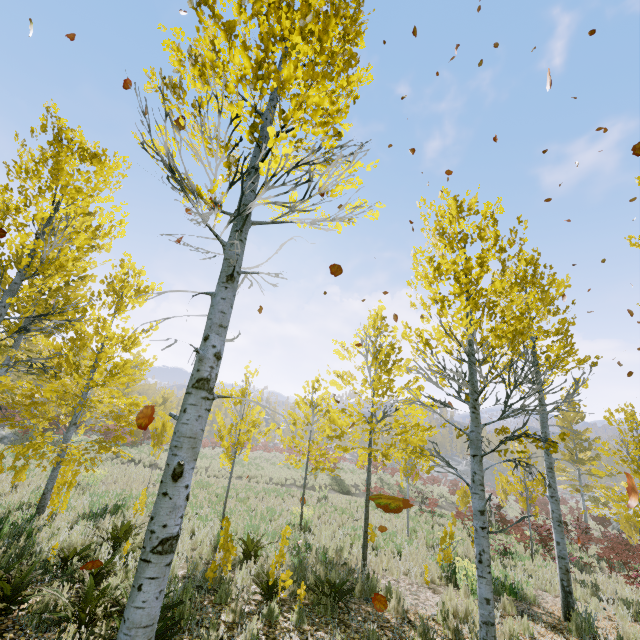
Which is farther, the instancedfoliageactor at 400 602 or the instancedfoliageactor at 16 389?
the instancedfoliageactor at 400 602

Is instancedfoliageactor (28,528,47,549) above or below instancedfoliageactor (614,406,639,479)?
below

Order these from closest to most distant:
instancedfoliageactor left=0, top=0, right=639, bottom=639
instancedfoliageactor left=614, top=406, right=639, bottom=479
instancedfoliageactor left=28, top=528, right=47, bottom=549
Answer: instancedfoliageactor left=0, top=0, right=639, bottom=639 < instancedfoliageactor left=28, top=528, right=47, bottom=549 < instancedfoliageactor left=614, top=406, right=639, bottom=479

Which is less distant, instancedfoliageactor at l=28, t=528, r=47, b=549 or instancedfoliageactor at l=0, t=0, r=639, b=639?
instancedfoliageactor at l=0, t=0, r=639, b=639

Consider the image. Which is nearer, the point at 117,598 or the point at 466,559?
the point at 117,598
